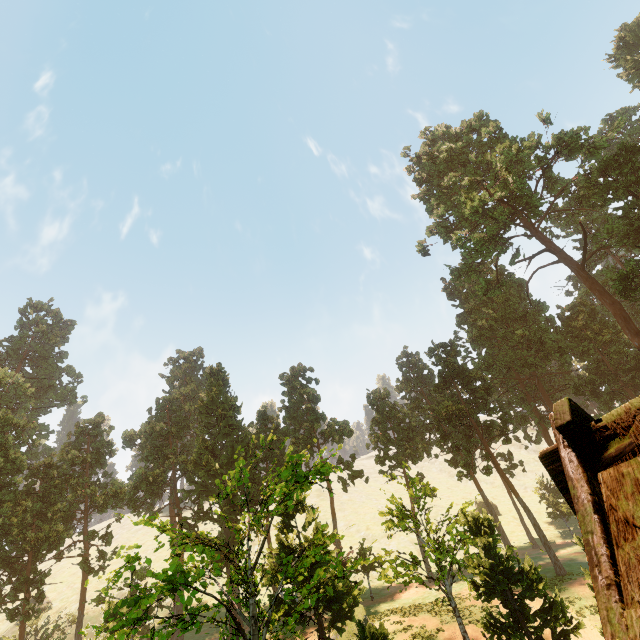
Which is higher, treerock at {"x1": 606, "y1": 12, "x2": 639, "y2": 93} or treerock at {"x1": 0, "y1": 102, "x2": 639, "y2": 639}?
treerock at {"x1": 606, "y1": 12, "x2": 639, "y2": 93}

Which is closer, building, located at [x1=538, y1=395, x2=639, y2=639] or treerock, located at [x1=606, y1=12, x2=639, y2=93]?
building, located at [x1=538, y1=395, x2=639, y2=639]

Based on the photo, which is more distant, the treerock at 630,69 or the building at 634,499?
the treerock at 630,69

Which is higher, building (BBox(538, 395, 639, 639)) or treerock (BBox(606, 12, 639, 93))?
treerock (BBox(606, 12, 639, 93))

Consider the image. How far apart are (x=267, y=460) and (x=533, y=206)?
43.48m

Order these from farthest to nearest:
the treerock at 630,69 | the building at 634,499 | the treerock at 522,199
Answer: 1. the treerock at 630,69
2. the treerock at 522,199
3. the building at 634,499

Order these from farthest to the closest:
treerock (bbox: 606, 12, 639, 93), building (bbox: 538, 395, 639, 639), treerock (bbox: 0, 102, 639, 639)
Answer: treerock (bbox: 606, 12, 639, 93) → treerock (bbox: 0, 102, 639, 639) → building (bbox: 538, 395, 639, 639)

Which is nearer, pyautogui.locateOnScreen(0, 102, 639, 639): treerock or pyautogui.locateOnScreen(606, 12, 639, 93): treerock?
pyautogui.locateOnScreen(0, 102, 639, 639): treerock
